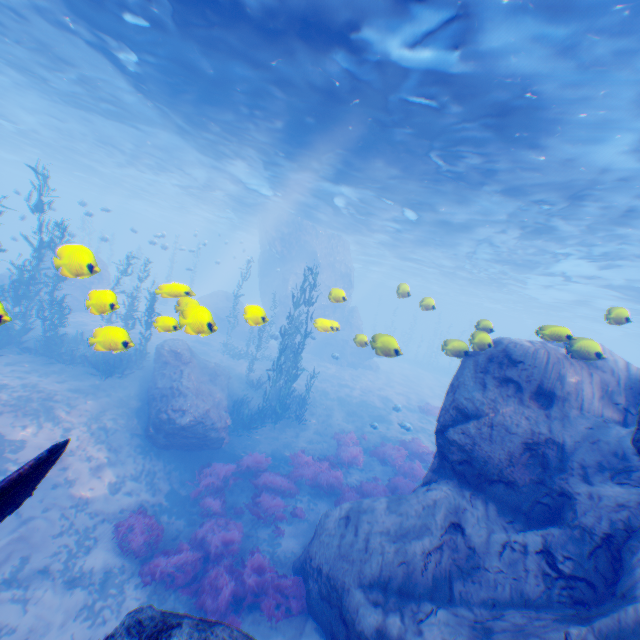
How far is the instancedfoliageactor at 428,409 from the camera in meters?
22.1 m

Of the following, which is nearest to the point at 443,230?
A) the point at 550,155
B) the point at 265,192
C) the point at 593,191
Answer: the point at 593,191

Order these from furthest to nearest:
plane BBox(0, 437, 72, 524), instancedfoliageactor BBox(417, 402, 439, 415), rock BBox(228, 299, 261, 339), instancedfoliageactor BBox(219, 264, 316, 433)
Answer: instancedfoliageactor BBox(417, 402, 439, 415), instancedfoliageactor BBox(219, 264, 316, 433), rock BBox(228, 299, 261, 339), plane BBox(0, 437, 72, 524)

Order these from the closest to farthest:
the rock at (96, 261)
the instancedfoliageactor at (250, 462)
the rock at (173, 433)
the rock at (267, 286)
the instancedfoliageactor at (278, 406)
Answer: the rock at (96, 261)
the instancedfoliageactor at (250, 462)
the rock at (173, 433)
the instancedfoliageactor at (278, 406)
the rock at (267, 286)

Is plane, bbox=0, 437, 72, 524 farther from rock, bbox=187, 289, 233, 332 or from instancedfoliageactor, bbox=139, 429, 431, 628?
instancedfoliageactor, bbox=139, 429, 431, 628

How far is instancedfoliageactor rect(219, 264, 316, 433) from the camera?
16.2m

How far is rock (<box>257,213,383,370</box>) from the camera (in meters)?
30.30

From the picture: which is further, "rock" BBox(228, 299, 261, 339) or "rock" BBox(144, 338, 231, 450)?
"rock" BBox(144, 338, 231, 450)
